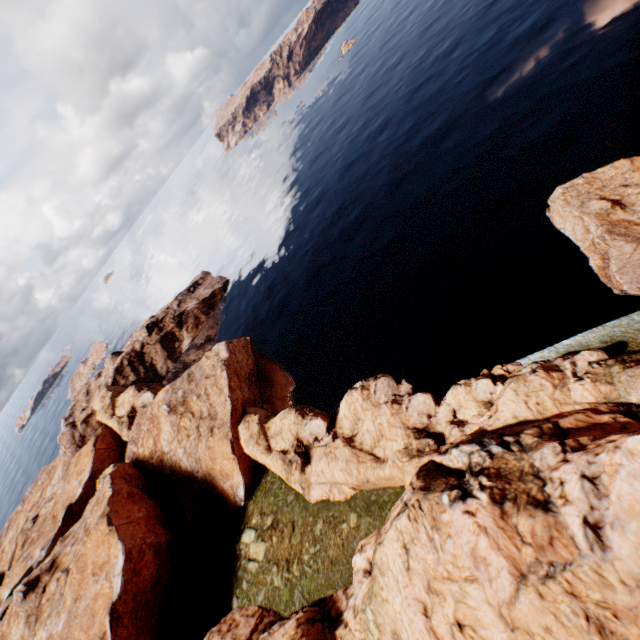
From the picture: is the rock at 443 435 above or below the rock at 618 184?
above

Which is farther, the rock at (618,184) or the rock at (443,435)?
the rock at (618,184)

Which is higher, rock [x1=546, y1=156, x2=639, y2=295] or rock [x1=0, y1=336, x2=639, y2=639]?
rock [x1=0, y1=336, x2=639, y2=639]

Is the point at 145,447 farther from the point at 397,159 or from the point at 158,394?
the point at 397,159

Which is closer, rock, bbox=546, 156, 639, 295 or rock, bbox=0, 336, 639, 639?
rock, bbox=0, 336, 639, 639
